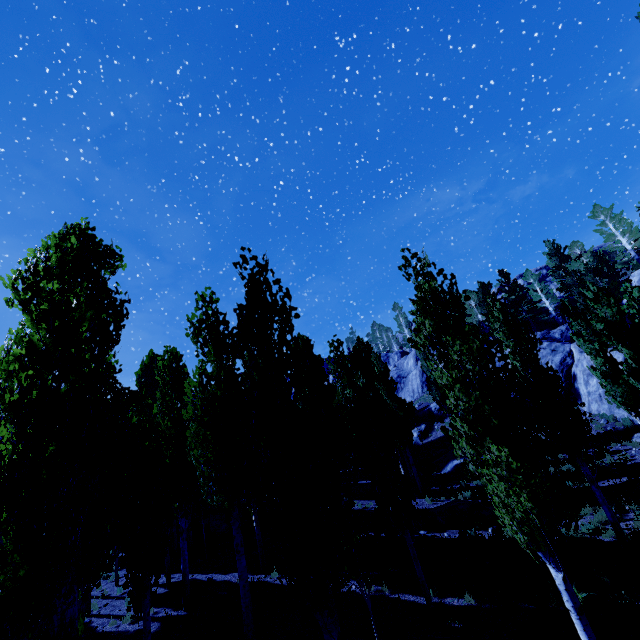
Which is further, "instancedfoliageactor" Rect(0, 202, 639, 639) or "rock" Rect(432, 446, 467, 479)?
"rock" Rect(432, 446, 467, 479)

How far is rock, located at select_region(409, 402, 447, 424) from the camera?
34.91m

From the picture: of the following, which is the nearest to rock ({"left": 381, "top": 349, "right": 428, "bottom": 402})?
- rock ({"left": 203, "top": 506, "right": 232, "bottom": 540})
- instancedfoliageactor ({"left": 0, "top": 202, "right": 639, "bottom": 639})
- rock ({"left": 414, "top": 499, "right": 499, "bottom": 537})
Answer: instancedfoliageactor ({"left": 0, "top": 202, "right": 639, "bottom": 639})

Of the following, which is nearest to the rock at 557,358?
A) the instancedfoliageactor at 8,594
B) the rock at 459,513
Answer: the instancedfoliageactor at 8,594

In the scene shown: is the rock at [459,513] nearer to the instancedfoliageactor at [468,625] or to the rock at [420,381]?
the instancedfoliageactor at [468,625]

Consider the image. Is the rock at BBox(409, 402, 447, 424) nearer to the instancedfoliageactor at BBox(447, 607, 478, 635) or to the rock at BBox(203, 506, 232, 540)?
the instancedfoliageactor at BBox(447, 607, 478, 635)

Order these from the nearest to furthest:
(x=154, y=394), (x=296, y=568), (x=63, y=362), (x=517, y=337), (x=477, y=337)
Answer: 1. (x=296, y=568)
2. (x=63, y=362)
3. (x=477, y=337)
4. (x=517, y=337)
5. (x=154, y=394)
